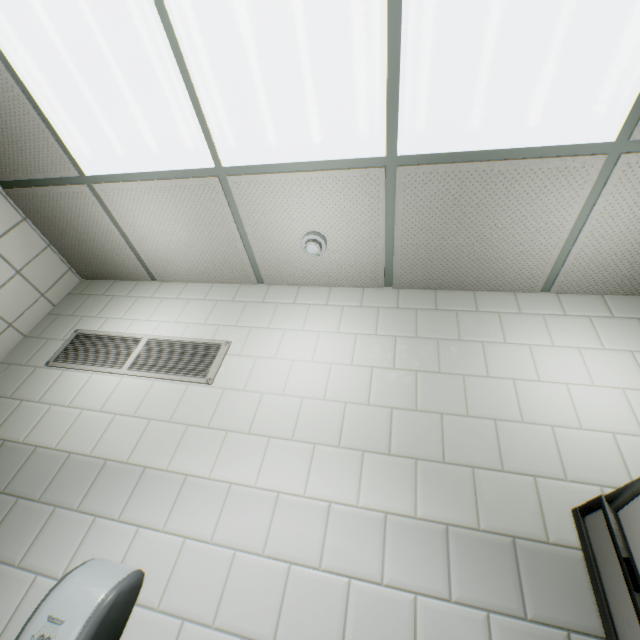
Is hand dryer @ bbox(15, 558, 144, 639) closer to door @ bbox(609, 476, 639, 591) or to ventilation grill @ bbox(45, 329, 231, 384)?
ventilation grill @ bbox(45, 329, 231, 384)

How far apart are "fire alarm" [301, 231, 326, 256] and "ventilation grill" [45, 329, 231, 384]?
0.8 meters

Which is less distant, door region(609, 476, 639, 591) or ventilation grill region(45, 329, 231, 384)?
door region(609, 476, 639, 591)

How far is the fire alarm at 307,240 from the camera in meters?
2.1

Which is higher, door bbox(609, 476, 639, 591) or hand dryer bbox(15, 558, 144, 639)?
door bbox(609, 476, 639, 591)

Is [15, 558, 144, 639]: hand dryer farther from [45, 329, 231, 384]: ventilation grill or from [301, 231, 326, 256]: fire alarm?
[301, 231, 326, 256]: fire alarm

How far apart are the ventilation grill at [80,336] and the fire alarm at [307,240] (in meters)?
0.80

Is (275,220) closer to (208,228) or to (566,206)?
(208,228)
